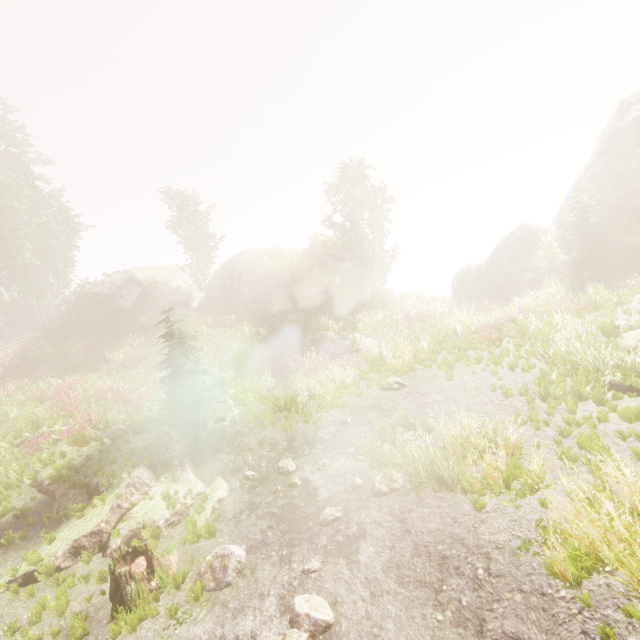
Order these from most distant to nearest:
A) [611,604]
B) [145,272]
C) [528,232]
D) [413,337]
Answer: [145,272] < [528,232] < [413,337] < [611,604]

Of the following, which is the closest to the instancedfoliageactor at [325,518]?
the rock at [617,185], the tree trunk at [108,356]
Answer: the rock at [617,185]

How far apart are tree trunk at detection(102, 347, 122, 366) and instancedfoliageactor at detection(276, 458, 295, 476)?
18.34m

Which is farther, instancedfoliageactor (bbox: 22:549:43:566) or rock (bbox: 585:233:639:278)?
rock (bbox: 585:233:639:278)

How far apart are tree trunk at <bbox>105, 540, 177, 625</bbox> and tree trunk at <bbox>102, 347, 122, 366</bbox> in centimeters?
1870cm

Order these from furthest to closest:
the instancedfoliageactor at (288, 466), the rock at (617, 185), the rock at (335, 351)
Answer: the rock at (617, 185), the rock at (335, 351), the instancedfoliageactor at (288, 466)

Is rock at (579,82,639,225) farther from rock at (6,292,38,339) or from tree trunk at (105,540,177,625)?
rock at (6,292,38,339)

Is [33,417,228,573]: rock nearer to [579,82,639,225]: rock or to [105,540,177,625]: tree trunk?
[105,540,177,625]: tree trunk
